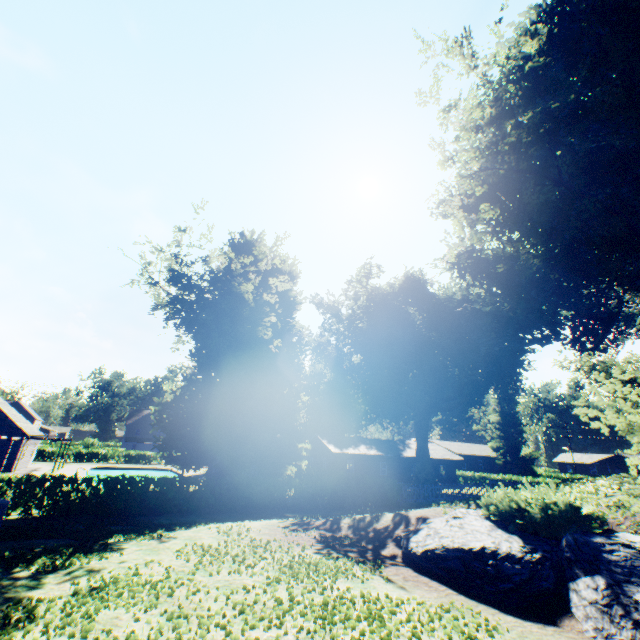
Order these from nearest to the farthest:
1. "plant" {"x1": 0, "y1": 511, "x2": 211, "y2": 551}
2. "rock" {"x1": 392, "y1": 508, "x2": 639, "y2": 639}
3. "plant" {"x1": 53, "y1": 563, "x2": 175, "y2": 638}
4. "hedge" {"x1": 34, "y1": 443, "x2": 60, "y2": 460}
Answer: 1. "plant" {"x1": 53, "y1": 563, "x2": 175, "y2": 638}
2. "rock" {"x1": 392, "y1": 508, "x2": 639, "y2": 639}
3. "plant" {"x1": 0, "y1": 511, "x2": 211, "y2": 551}
4. "hedge" {"x1": 34, "y1": 443, "x2": 60, "y2": 460}

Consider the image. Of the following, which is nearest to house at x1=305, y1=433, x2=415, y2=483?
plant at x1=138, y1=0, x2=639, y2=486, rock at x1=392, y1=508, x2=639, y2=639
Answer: plant at x1=138, y1=0, x2=639, y2=486

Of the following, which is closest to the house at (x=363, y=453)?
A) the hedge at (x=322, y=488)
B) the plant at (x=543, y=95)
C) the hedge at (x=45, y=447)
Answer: → the plant at (x=543, y=95)

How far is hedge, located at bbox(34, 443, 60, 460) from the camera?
45.44m

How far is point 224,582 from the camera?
7.0 meters

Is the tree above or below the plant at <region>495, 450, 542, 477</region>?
above

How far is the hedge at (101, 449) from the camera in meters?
47.7

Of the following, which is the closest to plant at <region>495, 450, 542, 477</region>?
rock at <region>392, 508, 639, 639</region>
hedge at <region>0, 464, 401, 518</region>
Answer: rock at <region>392, 508, 639, 639</region>
